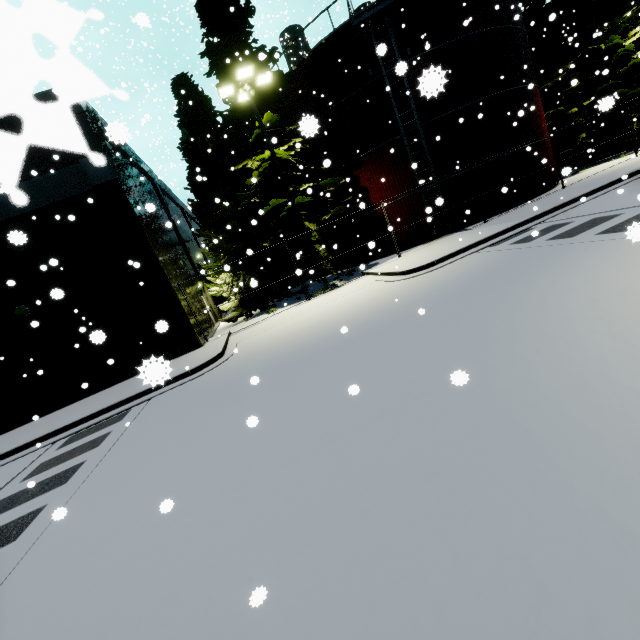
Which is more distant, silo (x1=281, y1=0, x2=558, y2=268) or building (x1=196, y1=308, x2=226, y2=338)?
building (x1=196, y1=308, x2=226, y2=338)

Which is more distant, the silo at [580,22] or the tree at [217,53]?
the silo at [580,22]

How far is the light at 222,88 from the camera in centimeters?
1296cm

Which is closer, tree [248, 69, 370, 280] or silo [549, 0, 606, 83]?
tree [248, 69, 370, 280]

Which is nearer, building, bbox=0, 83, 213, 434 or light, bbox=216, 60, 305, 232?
building, bbox=0, 83, 213, 434

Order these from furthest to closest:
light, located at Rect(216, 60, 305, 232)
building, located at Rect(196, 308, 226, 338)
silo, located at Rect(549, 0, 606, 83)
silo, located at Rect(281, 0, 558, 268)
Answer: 1. silo, located at Rect(549, 0, 606, 83)
2. building, located at Rect(196, 308, 226, 338)
3. silo, located at Rect(281, 0, 558, 268)
4. light, located at Rect(216, 60, 305, 232)

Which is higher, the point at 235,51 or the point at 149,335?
the point at 235,51

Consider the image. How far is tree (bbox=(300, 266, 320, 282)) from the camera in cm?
1579
